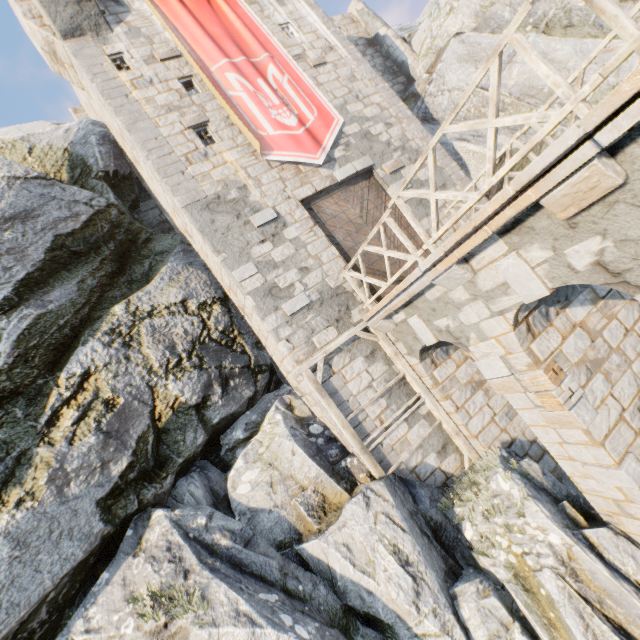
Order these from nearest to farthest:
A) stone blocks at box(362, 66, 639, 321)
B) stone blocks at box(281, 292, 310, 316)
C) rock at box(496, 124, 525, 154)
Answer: stone blocks at box(362, 66, 639, 321) → stone blocks at box(281, 292, 310, 316) → rock at box(496, 124, 525, 154)

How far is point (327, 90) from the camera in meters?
11.2 m

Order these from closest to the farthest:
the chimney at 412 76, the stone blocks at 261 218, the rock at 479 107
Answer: the stone blocks at 261 218, the rock at 479 107, the chimney at 412 76

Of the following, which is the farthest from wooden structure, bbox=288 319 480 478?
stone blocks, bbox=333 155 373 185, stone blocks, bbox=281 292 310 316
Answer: stone blocks, bbox=333 155 373 185

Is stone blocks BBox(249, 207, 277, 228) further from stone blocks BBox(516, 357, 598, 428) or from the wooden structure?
stone blocks BBox(516, 357, 598, 428)

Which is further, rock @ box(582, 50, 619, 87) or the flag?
rock @ box(582, 50, 619, 87)

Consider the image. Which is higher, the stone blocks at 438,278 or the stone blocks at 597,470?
the stone blocks at 438,278

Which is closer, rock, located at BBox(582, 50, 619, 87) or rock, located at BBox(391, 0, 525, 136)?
rock, located at BBox(582, 50, 619, 87)
